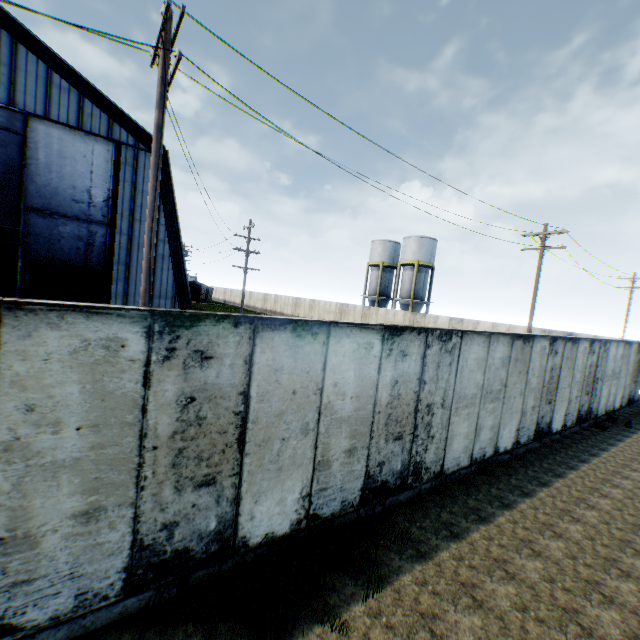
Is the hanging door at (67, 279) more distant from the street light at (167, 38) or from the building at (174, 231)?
the street light at (167, 38)

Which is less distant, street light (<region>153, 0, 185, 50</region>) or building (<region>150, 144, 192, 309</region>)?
street light (<region>153, 0, 185, 50</region>)

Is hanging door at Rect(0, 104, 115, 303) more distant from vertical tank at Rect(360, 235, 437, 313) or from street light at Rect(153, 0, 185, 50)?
vertical tank at Rect(360, 235, 437, 313)

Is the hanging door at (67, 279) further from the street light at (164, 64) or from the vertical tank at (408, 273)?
the vertical tank at (408, 273)

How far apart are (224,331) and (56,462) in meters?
2.1 m

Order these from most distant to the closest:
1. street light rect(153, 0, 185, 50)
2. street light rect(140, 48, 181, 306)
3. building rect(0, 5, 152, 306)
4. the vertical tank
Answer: the vertical tank < building rect(0, 5, 152, 306) < street light rect(140, 48, 181, 306) < street light rect(153, 0, 185, 50)
